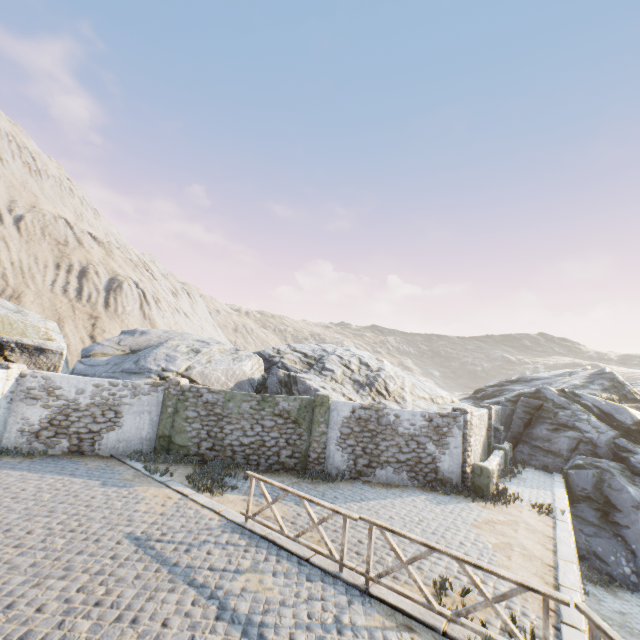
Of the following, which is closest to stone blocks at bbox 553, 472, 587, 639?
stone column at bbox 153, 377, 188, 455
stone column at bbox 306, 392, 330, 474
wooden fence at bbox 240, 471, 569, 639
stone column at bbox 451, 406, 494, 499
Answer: wooden fence at bbox 240, 471, 569, 639

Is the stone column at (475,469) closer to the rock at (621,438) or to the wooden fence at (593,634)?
the rock at (621,438)

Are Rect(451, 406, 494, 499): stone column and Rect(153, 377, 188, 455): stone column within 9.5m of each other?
no

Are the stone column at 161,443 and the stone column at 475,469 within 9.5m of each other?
no

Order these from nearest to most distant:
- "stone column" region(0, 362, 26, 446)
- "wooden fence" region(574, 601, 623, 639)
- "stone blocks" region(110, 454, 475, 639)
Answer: "wooden fence" region(574, 601, 623, 639)
"stone blocks" region(110, 454, 475, 639)
"stone column" region(0, 362, 26, 446)

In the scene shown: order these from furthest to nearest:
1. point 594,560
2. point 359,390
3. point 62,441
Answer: point 359,390
point 594,560
point 62,441

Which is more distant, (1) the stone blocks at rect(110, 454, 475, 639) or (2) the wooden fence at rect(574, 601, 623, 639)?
(1) the stone blocks at rect(110, 454, 475, 639)

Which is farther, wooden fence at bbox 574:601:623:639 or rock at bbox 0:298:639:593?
rock at bbox 0:298:639:593
